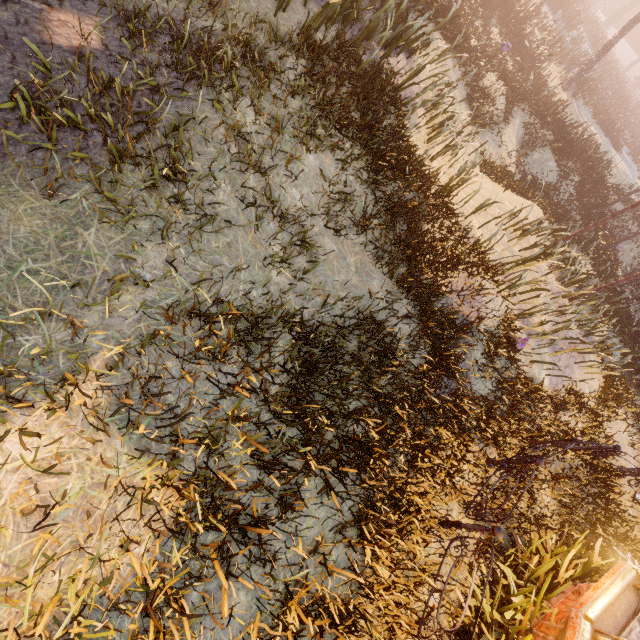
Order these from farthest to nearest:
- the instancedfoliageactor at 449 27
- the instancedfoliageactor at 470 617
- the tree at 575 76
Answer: the tree at 575 76, the instancedfoliageactor at 470 617, the instancedfoliageactor at 449 27

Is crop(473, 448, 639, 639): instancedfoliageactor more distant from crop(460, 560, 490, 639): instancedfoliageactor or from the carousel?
crop(460, 560, 490, 639): instancedfoliageactor

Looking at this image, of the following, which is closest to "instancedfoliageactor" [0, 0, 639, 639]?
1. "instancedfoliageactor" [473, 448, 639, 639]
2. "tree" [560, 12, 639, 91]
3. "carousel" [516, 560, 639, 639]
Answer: "carousel" [516, 560, 639, 639]

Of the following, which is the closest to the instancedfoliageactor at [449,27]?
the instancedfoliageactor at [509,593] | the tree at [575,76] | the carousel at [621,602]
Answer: the carousel at [621,602]

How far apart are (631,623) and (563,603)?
1.1 meters

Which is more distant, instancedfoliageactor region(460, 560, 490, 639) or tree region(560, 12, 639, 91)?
tree region(560, 12, 639, 91)

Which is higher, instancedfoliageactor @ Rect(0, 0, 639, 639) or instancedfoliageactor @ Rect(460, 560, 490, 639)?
instancedfoliageactor @ Rect(0, 0, 639, 639)
